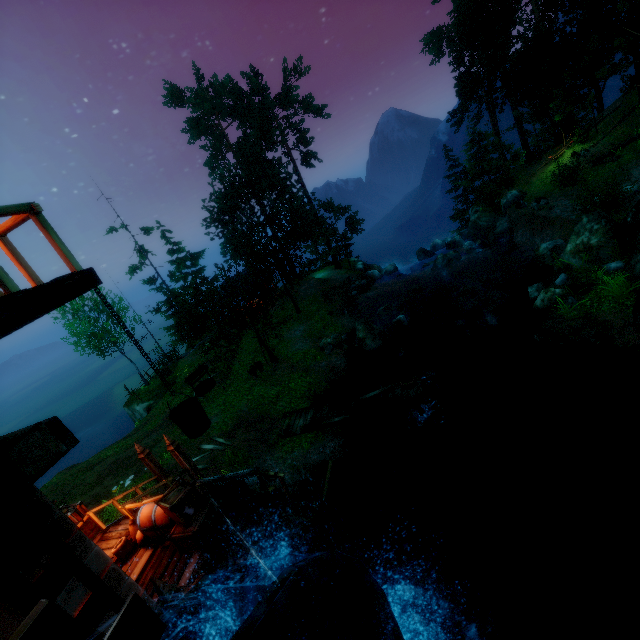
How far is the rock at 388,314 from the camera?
19.56m

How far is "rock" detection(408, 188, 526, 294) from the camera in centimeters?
2619cm

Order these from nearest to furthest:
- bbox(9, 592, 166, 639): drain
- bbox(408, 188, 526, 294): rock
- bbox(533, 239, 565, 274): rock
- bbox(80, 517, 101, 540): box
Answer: bbox(9, 592, 166, 639): drain < bbox(80, 517, 101, 540): box < bbox(533, 239, 565, 274): rock < bbox(408, 188, 526, 294): rock

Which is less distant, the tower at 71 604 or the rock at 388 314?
the tower at 71 604

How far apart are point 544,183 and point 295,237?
24.13m

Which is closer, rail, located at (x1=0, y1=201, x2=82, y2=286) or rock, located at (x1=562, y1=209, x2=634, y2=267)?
rail, located at (x1=0, y1=201, x2=82, y2=286)

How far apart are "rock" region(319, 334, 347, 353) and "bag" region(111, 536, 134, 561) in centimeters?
1269cm

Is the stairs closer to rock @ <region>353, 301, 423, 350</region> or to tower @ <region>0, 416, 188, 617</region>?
tower @ <region>0, 416, 188, 617</region>
